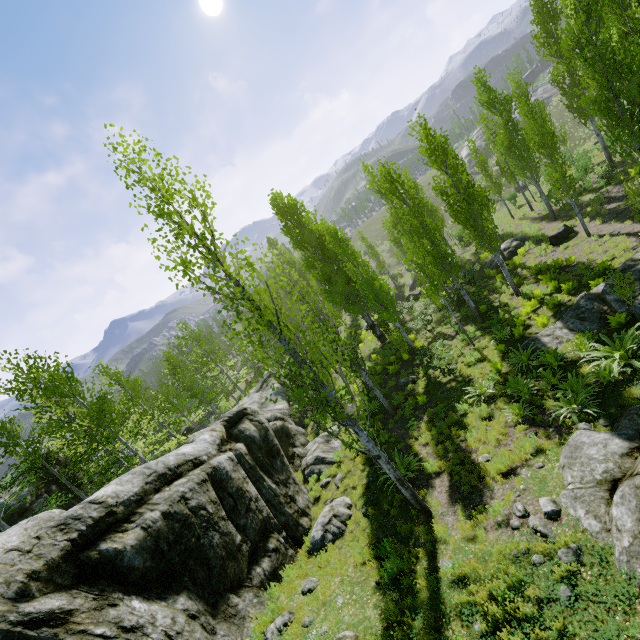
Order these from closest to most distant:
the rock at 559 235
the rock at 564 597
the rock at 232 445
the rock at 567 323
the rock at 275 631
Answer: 1. the rock at 564 597
2. the rock at 232 445
3. the rock at 275 631
4. the rock at 567 323
5. the rock at 559 235

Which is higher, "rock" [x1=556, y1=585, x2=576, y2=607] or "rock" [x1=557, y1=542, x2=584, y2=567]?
"rock" [x1=556, y1=585, x2=576, y2=607]

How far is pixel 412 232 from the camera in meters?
16.9

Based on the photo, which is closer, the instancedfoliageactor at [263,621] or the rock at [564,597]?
the rock at [564,597]

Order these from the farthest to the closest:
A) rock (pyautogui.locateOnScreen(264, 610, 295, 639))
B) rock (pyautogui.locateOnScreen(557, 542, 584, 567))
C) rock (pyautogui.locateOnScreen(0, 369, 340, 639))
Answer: rock (pyautogui.locateOnScreen(264, 610, 295, 639)), rock (pyautogui.locateOnScreen(0, 369, 340, 639)), rock (pyautogui.locateOnScreen(557, 542, 584, 567))

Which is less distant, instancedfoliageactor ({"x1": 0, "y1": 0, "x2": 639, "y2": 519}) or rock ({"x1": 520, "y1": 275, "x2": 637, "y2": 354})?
instancedfoliageactor ({"x1": 0, "y1": 0, "x2": 639, "y2": 519})

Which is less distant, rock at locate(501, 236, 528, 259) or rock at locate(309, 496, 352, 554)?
rock at locate(309, 496, 352, 554)

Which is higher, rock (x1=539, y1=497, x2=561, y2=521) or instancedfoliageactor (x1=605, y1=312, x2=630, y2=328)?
rock (x1=539, y1=497, x2=561, y2=521)
